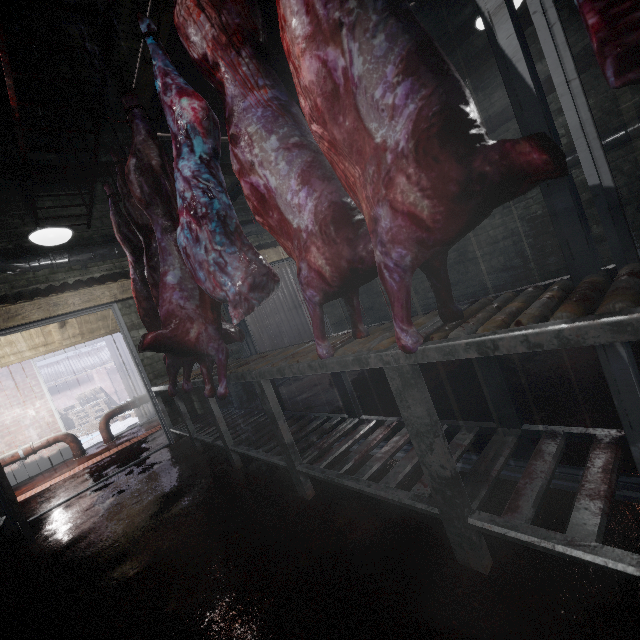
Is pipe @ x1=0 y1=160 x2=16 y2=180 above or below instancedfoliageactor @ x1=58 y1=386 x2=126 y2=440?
above

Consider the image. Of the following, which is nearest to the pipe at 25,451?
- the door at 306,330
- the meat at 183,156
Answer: the door at 306,330

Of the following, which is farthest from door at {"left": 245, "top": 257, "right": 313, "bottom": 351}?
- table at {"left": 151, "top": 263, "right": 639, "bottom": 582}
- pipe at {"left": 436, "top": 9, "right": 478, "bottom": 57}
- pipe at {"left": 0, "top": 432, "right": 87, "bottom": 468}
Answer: pipe at {"left": 0, "top": 432, "right": 87, "bottom": 468}

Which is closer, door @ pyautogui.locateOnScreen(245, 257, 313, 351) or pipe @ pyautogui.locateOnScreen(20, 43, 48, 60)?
pipe @ pyautogui.locateOnScreen(20, 43, 48, 60)

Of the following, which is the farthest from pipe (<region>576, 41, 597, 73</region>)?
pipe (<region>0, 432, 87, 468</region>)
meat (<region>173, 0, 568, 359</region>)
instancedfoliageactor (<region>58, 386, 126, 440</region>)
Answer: instancedfoliageactor (<region>58, 386, 126, 440</region>)

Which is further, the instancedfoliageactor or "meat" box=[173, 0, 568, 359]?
the instancedfoliageactor

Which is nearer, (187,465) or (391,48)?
(391,48)

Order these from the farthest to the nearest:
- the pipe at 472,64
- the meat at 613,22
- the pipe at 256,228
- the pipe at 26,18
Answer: the pipe at 256,228
the pipe at 472,64
the pipe at 26,18
the meat at 613,22
